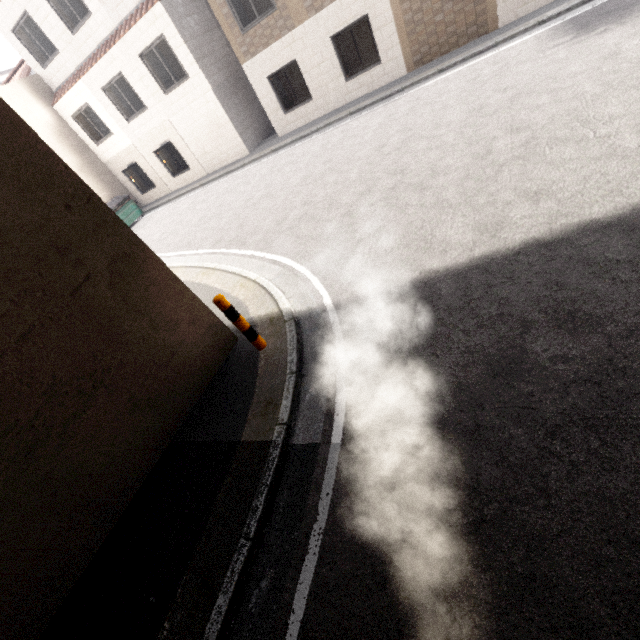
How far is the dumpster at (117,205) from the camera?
16.6m

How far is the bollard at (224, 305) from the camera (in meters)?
4.23

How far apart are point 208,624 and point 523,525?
2.7m

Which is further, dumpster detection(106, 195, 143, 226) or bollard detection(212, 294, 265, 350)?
dumpster detection(106, 195, 143, 226)

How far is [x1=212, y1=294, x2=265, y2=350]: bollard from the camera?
4.2m

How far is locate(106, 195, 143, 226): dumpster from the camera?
16.6 meters
